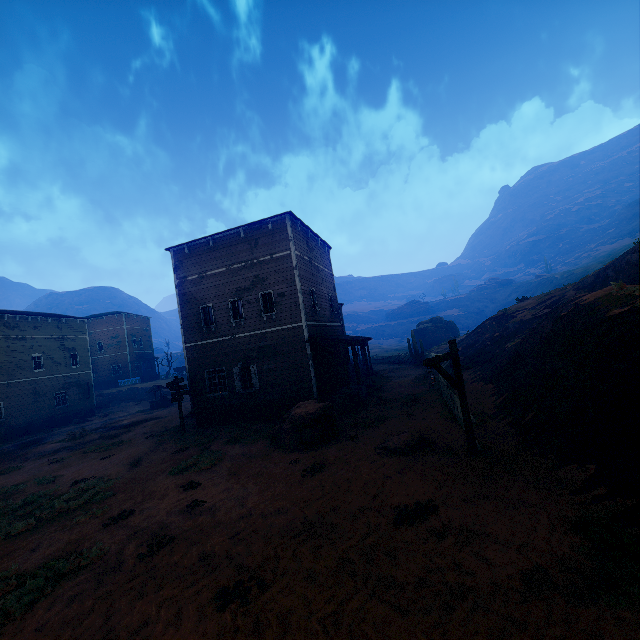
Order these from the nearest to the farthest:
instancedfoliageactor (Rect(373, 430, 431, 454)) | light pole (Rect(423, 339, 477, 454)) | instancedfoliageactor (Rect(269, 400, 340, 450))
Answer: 1. light pole (Rect(423, 339, 477, 454))
2. instancedfoliageactor (Rect(373, 430, 431, 454))
3. instancedfoliageactor (Rect(269, 400, 340, 450))

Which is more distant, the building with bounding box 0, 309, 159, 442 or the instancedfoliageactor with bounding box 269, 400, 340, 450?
the building with bounding box 0, 309, 159, 442

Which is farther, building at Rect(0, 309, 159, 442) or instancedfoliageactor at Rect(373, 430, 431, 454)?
building at Rect(0, 309, 159, 442)

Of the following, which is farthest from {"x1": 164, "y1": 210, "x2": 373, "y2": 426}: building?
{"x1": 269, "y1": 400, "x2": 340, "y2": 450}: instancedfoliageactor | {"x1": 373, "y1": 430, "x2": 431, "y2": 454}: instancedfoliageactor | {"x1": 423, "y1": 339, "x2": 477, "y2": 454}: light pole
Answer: {"x1": 423, "y1": 339, "x2": 477, "y2": 454}: light pole

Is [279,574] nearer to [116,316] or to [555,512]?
[555,512]

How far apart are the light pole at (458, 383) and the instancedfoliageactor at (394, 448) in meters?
1.5

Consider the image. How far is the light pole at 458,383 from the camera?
7.82m

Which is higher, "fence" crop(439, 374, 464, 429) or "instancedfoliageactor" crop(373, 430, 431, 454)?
"fence" crop(439, 374, 464, 429)
